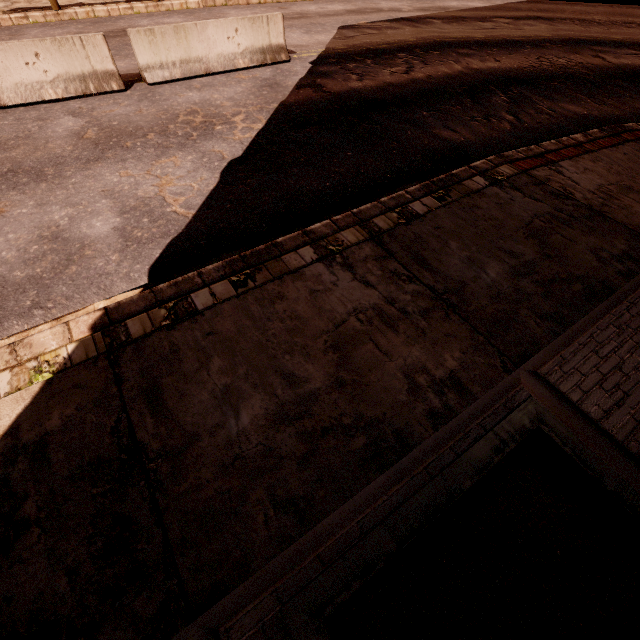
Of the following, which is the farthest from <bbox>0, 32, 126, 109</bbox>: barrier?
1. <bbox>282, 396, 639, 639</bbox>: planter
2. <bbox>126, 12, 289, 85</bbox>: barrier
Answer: <bbox>282, 396, 639, 639</bbox>: planter

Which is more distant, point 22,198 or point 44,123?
point 44,123

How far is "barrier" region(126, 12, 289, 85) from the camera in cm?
758

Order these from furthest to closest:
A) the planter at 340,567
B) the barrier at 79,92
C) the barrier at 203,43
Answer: the barrier at 203,43
the barrier at 79,92
the planter at 340,567

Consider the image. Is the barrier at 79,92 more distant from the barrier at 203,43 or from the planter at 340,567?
the planter at 340,567

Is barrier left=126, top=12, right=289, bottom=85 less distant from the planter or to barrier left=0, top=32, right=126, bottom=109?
barrier left=0, top=32, right=126, bottom=109
